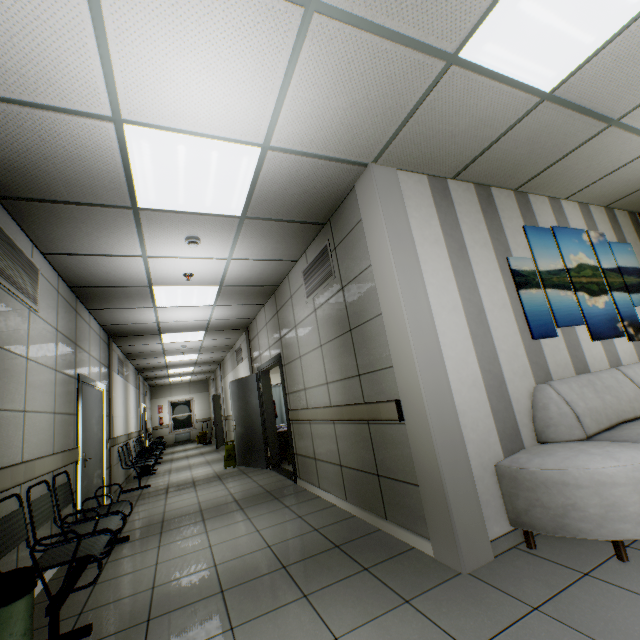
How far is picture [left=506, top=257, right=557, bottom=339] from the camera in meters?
3.2

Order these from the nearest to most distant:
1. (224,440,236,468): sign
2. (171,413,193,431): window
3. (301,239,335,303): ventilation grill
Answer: (301,239,335,303): ventilation grill → (224,440,236,468): sign → (171,413,193,431): window

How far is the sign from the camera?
7.8m

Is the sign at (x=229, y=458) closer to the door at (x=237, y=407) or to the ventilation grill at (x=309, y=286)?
the door at (x=237, y=407)

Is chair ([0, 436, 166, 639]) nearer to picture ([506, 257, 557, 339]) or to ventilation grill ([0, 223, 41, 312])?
ventilation grill ([0, 223, 41, 312])

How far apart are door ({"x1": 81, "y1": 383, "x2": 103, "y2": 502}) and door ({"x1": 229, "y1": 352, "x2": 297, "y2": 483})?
2.69m

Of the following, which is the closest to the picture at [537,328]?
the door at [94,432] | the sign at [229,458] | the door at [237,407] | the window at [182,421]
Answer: the door at [237,407]

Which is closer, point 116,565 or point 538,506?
point 538,506
